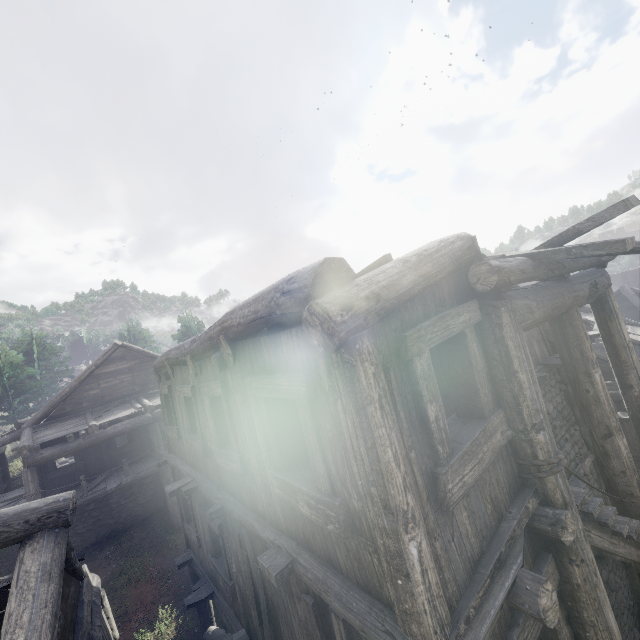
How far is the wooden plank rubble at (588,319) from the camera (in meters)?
13.48

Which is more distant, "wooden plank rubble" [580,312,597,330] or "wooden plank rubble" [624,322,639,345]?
"wooden plank rubble" [580,312,597,330]

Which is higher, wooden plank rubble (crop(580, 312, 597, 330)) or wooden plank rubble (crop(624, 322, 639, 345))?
wooden plank rubble (crop(580, 312, 597, 330))

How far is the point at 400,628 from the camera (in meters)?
2.44

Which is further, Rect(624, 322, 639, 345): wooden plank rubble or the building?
Rect(624, 322, 639, 345): wooden plank rubble

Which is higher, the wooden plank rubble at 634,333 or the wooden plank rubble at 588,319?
Answer: the wooden plank rubble at 588,319

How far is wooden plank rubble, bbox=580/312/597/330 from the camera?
13.5m
